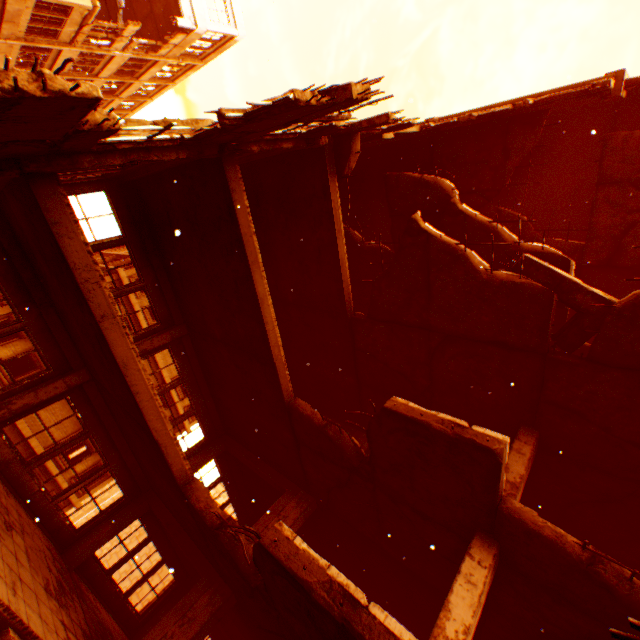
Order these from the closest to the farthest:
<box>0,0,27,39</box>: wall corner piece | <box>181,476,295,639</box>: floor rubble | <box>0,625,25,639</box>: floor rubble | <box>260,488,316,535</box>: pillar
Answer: <box>0,625,25,639</box>: floor rubble, <box>181,476,295,639</box>: floor rubble, <box>260,488,316,535</box>: pillar, <box>0,0,27,39</box>: wall corner piece

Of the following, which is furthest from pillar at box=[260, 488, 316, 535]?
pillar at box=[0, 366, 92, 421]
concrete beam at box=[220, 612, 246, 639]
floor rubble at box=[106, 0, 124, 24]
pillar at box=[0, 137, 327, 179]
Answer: floor rubble at box=[106, 0, 124, 24]

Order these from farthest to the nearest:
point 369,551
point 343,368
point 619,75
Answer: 1. point 343,368
2. point 369,551
3. point 619,75

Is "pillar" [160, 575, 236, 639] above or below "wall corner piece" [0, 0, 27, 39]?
below

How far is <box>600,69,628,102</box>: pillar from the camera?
8.3 meters

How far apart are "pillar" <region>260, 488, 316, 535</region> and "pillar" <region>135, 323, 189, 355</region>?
6.3m

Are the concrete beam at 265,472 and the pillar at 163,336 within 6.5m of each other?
yes

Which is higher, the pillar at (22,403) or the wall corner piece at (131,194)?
the wall corner piece at (131,194)
